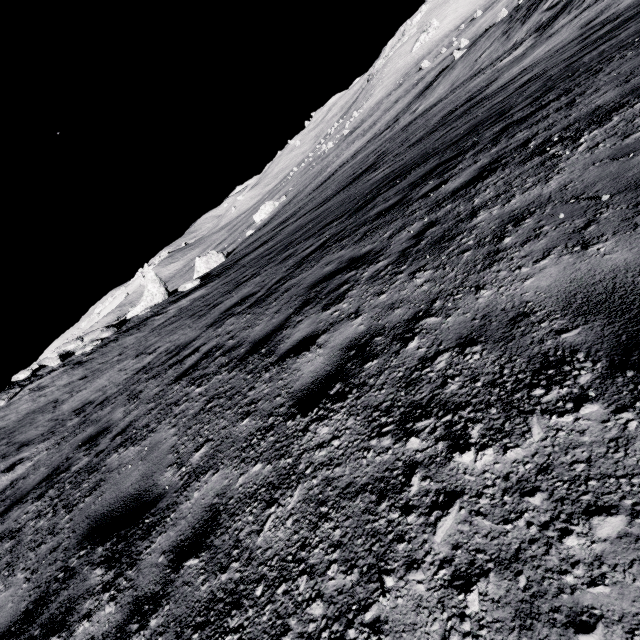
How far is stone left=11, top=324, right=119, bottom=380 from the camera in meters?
17.7 m

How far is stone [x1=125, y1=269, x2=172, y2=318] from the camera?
21.3m

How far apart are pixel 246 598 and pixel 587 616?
1.47m

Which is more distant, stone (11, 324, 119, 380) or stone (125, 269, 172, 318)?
stone (125, 269, 172, 318)

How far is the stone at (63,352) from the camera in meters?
17.7

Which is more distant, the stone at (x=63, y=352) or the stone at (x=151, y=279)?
the stone at (x=151, y=279)
